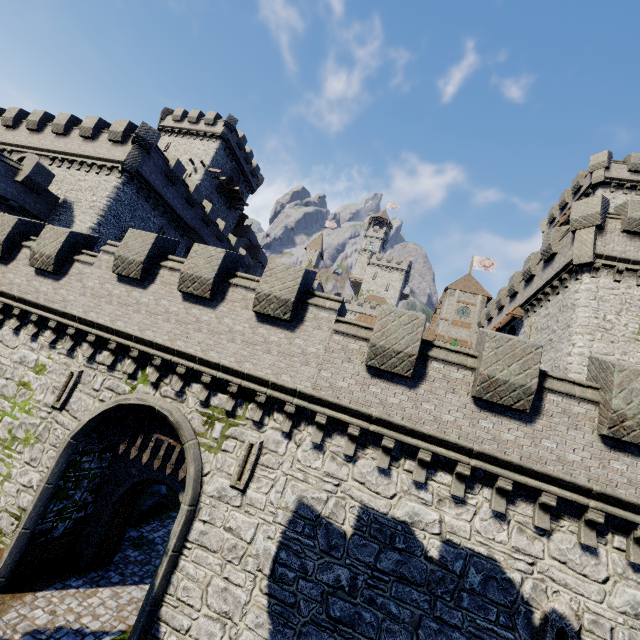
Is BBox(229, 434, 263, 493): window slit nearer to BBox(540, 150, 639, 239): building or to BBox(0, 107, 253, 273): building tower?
BBox(0, 107, 253, 273): building tower

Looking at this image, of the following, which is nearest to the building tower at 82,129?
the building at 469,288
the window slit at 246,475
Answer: the window slit at 246,475

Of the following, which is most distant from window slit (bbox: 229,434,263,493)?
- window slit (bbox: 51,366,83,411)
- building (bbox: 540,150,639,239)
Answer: building (bbox: 540,150,639,239)

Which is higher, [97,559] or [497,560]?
[497,560]

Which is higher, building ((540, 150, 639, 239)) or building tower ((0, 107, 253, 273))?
building ((540, 150, 639, 239))

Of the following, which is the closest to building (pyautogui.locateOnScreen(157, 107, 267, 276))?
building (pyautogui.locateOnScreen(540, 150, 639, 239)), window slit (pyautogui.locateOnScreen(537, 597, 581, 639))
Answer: building (pyautogui.locateOnScreen(540, 150, 639, 239))

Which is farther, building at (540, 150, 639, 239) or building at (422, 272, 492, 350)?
building at (422, 272, 492, 350)

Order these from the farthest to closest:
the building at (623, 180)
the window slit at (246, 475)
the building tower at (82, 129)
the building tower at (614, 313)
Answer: the building at (623, 180), the building tower at (82, 129), the building tower at (614, 313), the window slit at (246, 475)
